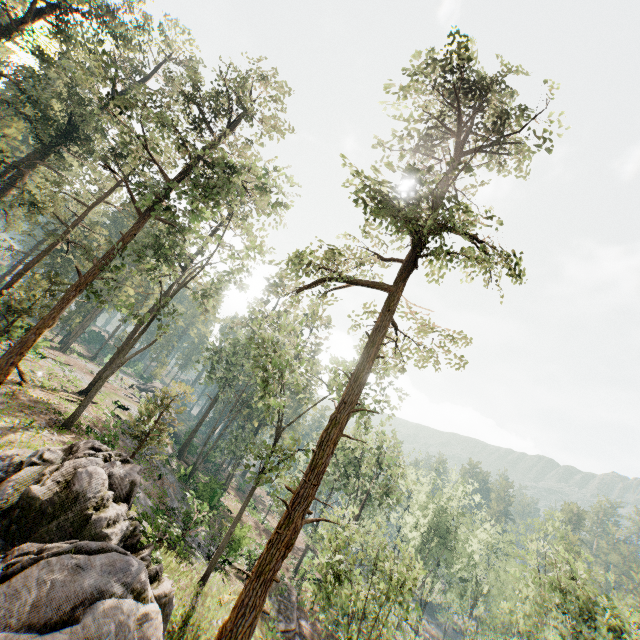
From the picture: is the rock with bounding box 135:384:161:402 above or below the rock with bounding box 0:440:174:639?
below

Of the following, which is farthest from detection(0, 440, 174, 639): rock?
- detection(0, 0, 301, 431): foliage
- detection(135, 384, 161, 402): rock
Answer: detection(135, 384, 161, 402): rock

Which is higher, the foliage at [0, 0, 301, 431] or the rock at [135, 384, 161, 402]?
the foliage at [0, 0, 301, 431]

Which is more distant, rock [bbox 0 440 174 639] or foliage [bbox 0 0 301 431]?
foliage [bbox 0 0 301 431]

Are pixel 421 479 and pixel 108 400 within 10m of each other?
no

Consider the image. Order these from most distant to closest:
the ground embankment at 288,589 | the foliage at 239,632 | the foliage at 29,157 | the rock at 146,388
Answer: the rock at 146,388
the ground embankment at 288,589
the foliage at 29,157
the foliage at 239,632

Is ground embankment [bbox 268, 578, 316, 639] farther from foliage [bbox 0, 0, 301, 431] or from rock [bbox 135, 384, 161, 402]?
rock [bbox 135, 384, 161, 402]

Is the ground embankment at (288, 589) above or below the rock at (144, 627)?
below
